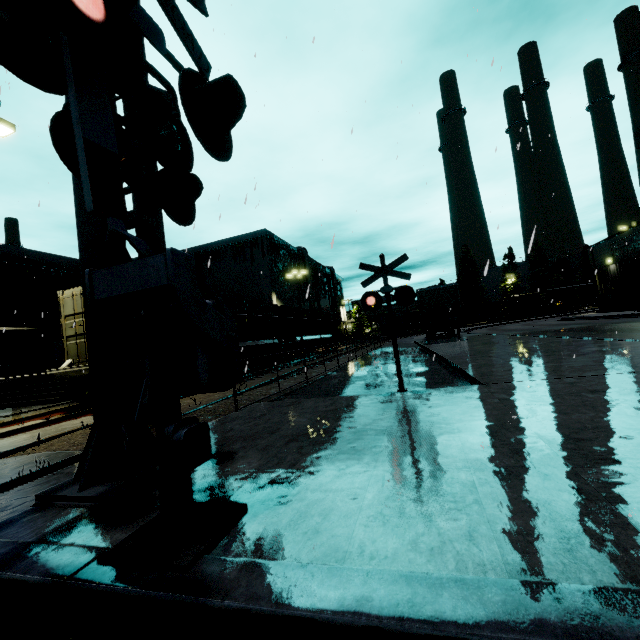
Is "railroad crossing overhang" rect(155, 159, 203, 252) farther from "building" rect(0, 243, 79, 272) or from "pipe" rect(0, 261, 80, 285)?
"pipe" rect(0, 261, 80, 285)

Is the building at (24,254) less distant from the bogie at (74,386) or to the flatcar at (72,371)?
the flatcar at (72,371)

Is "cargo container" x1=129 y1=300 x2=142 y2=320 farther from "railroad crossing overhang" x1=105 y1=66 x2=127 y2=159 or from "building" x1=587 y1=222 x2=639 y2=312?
"railroad crossing overhang" x1=105 y1=66 x2=127 y2=159

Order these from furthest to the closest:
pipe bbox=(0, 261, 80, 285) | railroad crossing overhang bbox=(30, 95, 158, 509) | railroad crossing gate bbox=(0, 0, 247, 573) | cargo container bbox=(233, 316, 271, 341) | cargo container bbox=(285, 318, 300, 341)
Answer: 1. cargo container bbox=(285, 318, 300, 341)
2. pipe bbox=(0, 261, 80, 285)
3. cargo container bbox=(233, 316, 271, 341)
4. railroad crossing overhang bbox=(30, 95, 158, 509)
5. railroad crossing gate bbox=(0, 0, 247, 573)

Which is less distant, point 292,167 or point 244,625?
point 244,625

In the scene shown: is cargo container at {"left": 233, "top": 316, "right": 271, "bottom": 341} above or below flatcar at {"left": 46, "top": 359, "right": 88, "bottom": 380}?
above

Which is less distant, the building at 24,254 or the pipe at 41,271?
the pipe at 41,271

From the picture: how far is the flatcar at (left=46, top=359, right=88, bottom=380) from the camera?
10.17m
